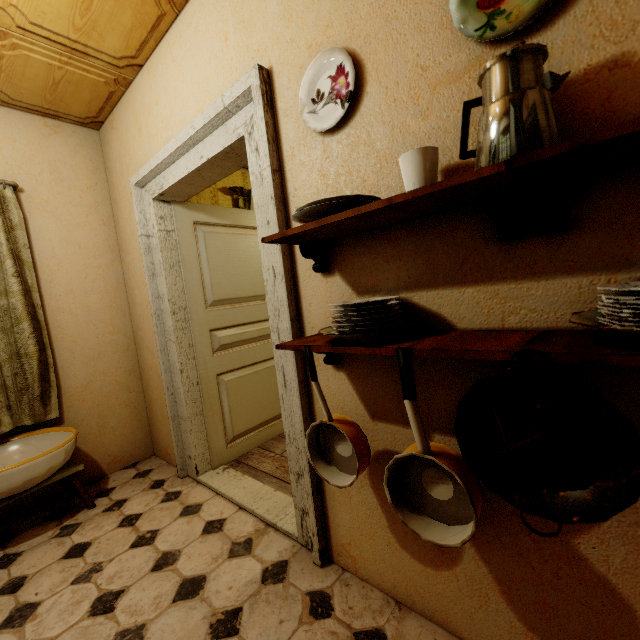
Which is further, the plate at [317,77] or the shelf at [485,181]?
the plate at [317,77]

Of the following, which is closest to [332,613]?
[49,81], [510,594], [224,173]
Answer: [510,594]

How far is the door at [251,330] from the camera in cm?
246

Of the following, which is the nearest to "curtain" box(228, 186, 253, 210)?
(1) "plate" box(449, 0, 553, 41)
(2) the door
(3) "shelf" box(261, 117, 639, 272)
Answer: (2) the door

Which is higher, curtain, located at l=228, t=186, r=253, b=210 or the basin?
curtain, located at l=228, t=186, r=253, b=210

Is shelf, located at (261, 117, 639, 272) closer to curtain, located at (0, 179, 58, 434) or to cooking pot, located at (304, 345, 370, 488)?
cooking pot, located at (304, 345, 370, 488)

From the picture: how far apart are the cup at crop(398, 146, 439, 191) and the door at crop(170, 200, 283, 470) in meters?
1.9

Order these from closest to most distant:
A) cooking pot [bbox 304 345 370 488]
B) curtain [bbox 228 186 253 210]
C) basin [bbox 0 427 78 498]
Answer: cooking pot [bbox 304 345 370 488], basin [bbox 0 427 78 498], curtain [bbox 228 186 253 210]
